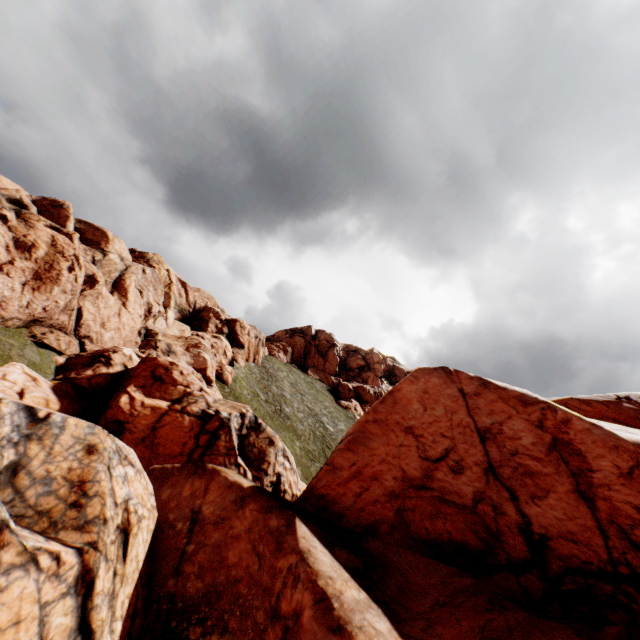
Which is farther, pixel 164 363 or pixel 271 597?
pixel 164 363
